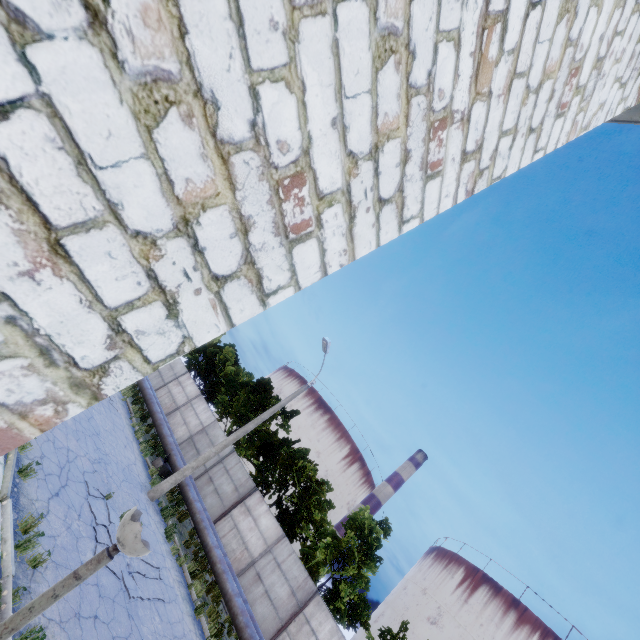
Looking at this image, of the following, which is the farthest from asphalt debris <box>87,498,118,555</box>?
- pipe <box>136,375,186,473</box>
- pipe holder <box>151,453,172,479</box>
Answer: pipe holder <box>151,453,172,479</box>

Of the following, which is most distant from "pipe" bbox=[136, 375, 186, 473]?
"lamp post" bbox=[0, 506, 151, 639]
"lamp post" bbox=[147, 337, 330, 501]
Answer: "lamp post" bbox=[0, 506, 151, 639]

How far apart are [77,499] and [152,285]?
10.3 meters

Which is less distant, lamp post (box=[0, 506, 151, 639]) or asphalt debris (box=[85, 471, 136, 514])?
lamp post (box=[0, 506, 151, 639])

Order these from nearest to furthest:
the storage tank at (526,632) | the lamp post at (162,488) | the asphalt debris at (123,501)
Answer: the asphalt debris at (123,501) < the lamp post at (162,488) < the storage tank at (526,632)

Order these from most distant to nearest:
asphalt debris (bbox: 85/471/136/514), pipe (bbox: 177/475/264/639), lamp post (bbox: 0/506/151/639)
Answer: pipe (bbox: 177/475/264/639) → asphalt debris (bbox: 85/471/136/514) → lamp post (bbox: 0/506/151/639)

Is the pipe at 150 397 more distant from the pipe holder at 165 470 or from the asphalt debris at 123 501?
the asphalt debris at 123 501

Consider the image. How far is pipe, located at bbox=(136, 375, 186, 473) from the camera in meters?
16.9 m
